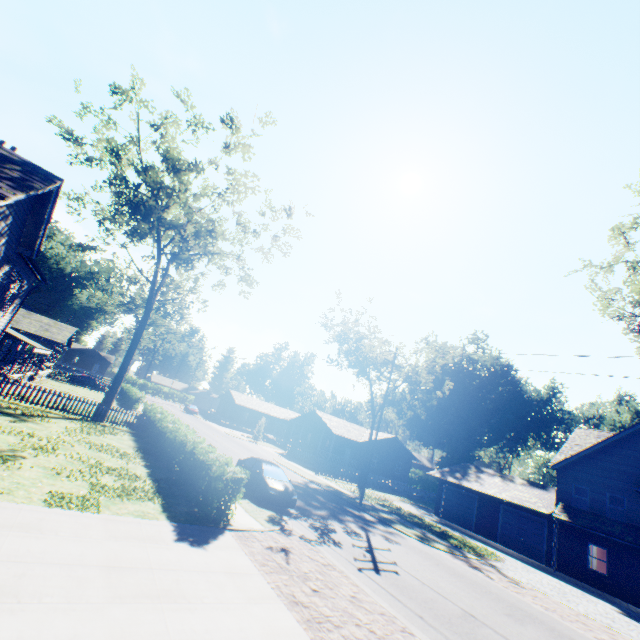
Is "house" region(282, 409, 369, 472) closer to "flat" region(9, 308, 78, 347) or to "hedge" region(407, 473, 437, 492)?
"hedge" region(407, 473, 437, 492)

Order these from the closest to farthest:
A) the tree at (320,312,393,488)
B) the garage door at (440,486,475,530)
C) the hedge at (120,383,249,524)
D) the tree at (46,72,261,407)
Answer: the hedge at (120,383,249,524) < the tree at (46,72,261,407) < the garage door at (440,486,475,530) < the tree at (320,312,393,488)

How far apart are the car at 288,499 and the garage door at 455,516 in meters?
20.9

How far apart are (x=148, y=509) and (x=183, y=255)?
17.8 meters

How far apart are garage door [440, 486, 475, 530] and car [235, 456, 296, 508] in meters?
20.9 m

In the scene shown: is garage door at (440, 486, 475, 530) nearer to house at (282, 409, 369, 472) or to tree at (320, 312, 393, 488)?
tree at (320, 312, 393, 488)

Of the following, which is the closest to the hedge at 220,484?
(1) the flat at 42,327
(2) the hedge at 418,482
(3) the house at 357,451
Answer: (1) the flat at 42,327

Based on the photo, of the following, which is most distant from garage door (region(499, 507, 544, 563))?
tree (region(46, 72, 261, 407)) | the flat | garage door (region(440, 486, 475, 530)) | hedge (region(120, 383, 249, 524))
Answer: the flat
